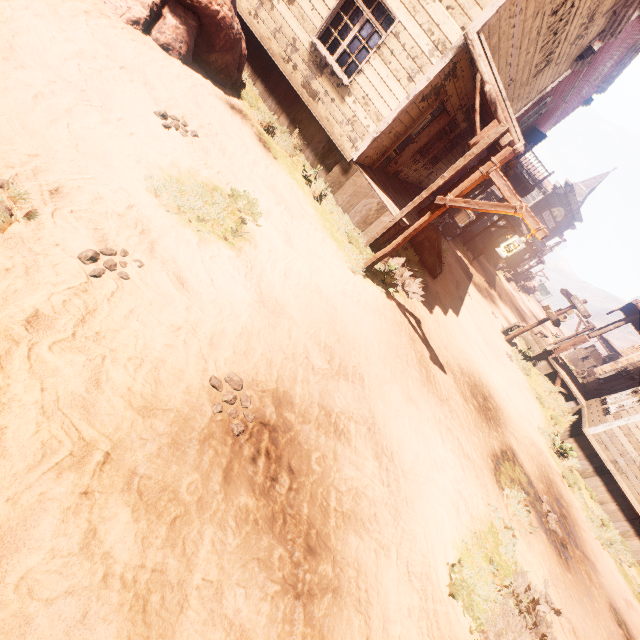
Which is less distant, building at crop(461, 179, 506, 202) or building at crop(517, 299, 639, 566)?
building at crop(517, 299, 639, 566)

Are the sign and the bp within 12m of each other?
yes

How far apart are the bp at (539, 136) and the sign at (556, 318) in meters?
11.3 m

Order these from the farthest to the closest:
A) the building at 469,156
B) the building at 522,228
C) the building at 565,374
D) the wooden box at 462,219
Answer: the building at 522,228 → the wooden box at 462,219 → the building at 565,374 → the building at 469,156

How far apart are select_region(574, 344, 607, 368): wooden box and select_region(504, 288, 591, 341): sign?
25.1m

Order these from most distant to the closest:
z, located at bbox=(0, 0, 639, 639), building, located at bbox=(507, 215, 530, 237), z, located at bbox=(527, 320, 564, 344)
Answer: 1. building, located at bbox=(507, 215, 530, 237)
2. z, located at bbox=(527, 320, 564, 344)
3. z, located at bbox=(0, 0, 639, 639)

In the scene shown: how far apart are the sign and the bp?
11.25m

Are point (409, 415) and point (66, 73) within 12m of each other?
yes
